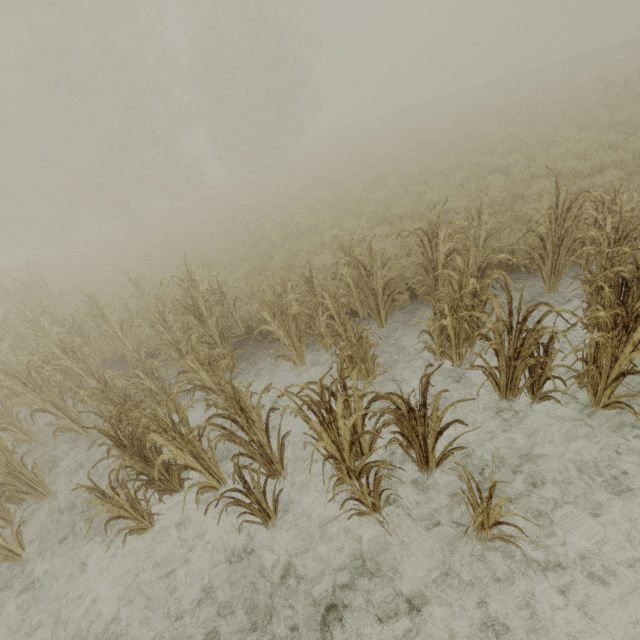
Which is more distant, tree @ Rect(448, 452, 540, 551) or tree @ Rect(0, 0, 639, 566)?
tree @ Rect(0, 0, 639, 566)

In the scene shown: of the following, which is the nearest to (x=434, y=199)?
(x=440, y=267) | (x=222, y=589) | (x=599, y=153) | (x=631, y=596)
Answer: (x=599, y=153)

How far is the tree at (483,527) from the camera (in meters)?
2.46

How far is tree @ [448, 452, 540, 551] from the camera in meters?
2.5

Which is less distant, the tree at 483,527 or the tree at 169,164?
the tree at 483,527
